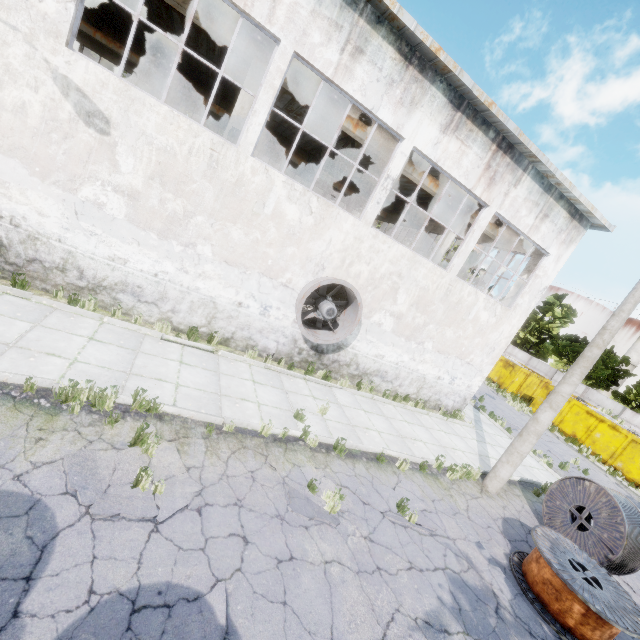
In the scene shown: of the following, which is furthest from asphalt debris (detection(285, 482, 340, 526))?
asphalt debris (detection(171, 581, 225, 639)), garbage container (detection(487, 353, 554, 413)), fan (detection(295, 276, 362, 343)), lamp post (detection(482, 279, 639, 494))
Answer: garbage container (detection(487, 353, 554, 413))

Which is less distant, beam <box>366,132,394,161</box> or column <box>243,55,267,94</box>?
column <box>243,55,267,94</box>

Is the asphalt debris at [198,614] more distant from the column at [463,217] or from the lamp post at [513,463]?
the column at [463,217]

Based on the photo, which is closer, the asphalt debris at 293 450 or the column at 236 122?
the asphalt debris at 293 450

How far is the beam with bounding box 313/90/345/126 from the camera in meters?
10.9 m

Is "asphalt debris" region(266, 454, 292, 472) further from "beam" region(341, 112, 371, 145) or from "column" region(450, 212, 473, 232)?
"beam" region(341, 112, 371, 145)

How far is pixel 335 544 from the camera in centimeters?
541cm
